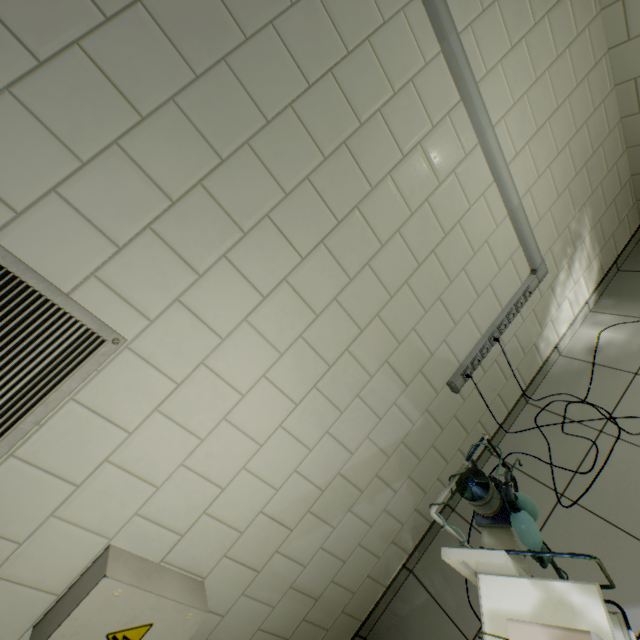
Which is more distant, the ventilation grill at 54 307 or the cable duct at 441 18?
the cable duct at 441 18

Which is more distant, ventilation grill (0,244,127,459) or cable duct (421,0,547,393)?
cable duct (421,0,547,393)

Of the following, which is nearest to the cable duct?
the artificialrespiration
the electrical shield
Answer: the artificialrespiration

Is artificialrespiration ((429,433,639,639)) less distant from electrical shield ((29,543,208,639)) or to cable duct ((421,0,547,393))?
cable duct ((421,0,547,393))

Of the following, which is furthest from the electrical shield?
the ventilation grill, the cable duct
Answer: the cable duct

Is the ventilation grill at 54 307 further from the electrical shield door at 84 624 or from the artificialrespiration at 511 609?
the artificialrespiration at 511 609

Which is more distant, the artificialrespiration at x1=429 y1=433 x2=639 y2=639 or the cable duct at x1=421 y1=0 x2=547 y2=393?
the cable duct at x1=421 y1=0 x2=547 y2=393

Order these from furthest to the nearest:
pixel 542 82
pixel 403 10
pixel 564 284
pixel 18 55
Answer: pixel 564 284
pixel 542 82
pixel 403 10
pixel 18 55
